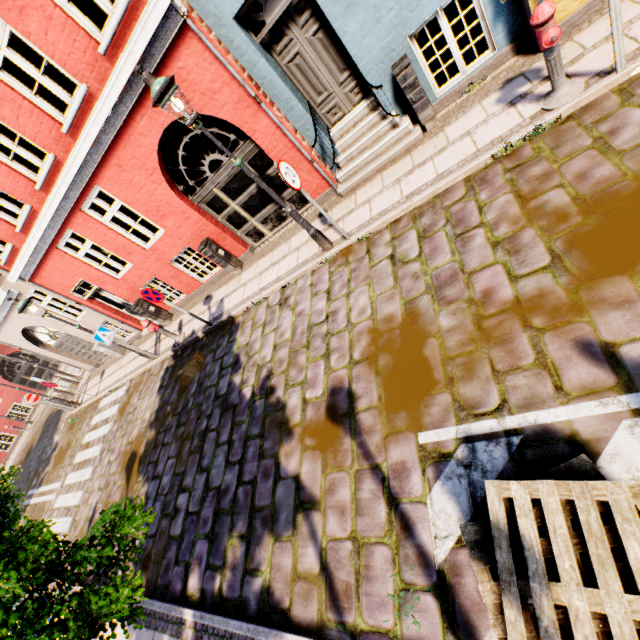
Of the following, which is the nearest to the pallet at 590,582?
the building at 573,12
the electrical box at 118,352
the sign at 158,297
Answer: the building at 573,12

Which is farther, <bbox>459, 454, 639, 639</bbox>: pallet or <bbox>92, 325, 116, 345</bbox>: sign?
<bbox>92, 325, 116, 345</bbox>: sign

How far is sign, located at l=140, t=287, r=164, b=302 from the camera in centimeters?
766cm

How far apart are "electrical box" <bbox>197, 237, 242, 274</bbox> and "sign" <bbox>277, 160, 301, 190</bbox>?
4.06m

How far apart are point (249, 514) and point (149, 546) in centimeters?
294cm

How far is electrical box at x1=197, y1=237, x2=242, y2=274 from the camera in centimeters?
859cm

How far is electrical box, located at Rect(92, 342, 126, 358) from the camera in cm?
1327

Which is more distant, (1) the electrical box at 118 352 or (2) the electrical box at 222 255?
(1) the electrical box at 118 352
